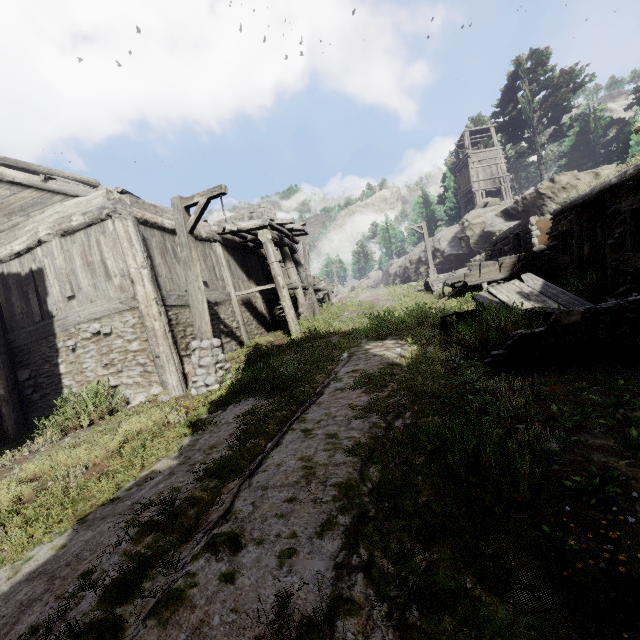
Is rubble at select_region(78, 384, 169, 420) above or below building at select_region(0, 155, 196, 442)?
below

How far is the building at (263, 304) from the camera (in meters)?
11.93

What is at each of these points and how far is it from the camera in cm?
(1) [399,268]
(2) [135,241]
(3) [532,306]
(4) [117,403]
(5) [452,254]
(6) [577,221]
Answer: (1) rock, 4247
(2) building, 830
(3) broken furniture, 700
(4) rubble, 769
(5) rock, 2677
(6) shelter, 977

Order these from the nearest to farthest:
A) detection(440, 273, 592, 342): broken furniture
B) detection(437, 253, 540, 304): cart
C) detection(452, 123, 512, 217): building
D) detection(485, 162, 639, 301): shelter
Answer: detection(440, 273, 592, 342): broken furniture, detection(485, 162, 639, 301): shelter, detection(437, 253, 540, 304): cart, detection(452, 123, 512, 217): building

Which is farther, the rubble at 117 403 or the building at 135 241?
the building at 135 241

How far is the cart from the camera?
12.5m

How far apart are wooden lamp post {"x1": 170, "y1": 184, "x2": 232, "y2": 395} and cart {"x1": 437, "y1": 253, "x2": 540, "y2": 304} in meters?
8.9

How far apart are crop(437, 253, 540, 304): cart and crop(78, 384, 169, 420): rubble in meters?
11.2 m
